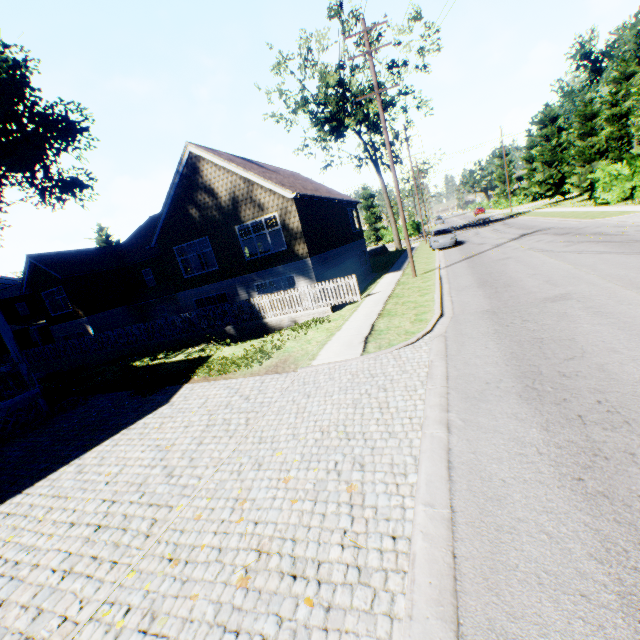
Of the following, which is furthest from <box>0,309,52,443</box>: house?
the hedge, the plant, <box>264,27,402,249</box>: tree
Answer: the hedge

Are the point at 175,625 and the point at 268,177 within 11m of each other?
no

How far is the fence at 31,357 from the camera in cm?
1562

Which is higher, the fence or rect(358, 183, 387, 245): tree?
rect(358, 183, 387, 245): tree

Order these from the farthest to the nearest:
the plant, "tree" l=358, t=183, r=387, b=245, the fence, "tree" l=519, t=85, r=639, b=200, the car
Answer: "tree" l=358, t=183, r=387, b=245 → "tree" l=519, t=85, r=639, b=200 → the car → the plant → the fence

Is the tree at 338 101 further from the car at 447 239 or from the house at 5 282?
the house at 5 282

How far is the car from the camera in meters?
25.4

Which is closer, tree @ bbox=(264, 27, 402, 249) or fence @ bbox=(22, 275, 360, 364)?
fence @ bbox=(22, 275, 360, 364)
